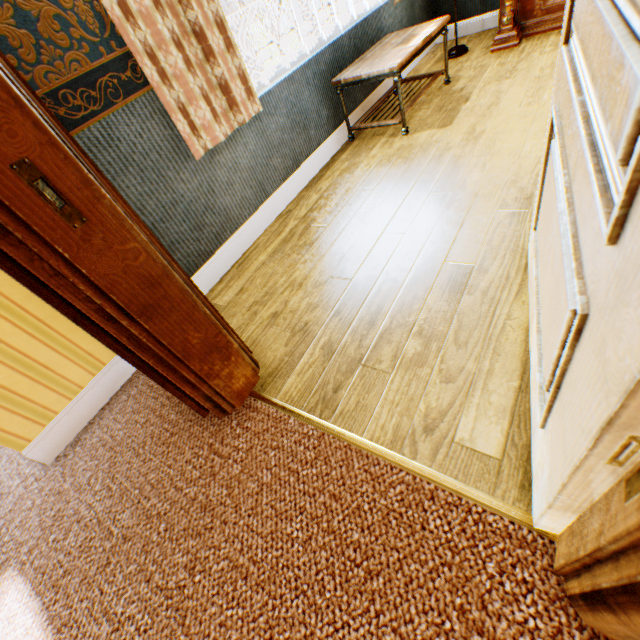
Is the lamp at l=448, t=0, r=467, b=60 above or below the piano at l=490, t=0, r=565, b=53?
below

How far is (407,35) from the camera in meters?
3.1

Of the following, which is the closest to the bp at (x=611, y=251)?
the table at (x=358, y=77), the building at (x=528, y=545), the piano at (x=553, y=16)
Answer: the building at (x=528, y=545)

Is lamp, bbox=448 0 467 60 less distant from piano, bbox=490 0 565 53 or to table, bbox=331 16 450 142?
piano, bbox=490 0 565 53

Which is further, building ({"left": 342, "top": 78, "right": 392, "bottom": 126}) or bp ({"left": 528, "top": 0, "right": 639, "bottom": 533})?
building ({"left": 342, "top": 78, "right": 392, "bottom": 126})

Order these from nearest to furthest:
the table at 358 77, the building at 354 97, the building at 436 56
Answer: the table at 358 77
the building at 354 97
the building at 436 56

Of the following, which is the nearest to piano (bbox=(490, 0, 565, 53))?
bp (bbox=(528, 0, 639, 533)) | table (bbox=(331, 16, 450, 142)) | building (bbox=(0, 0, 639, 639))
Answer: building (bbox=(0, 0, 639, 639))

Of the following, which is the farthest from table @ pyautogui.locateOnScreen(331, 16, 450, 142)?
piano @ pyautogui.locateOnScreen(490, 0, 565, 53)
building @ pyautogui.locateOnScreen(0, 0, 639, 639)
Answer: piano @ pyautogui.locateOnScreen(490, 0, 565, 53)
